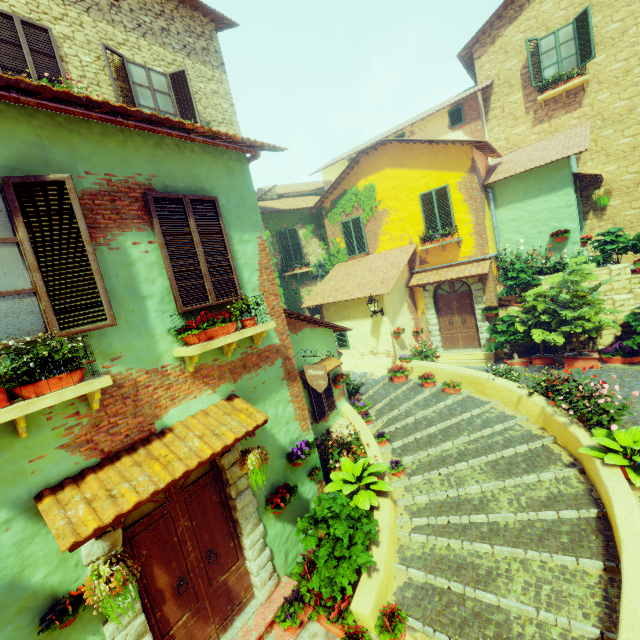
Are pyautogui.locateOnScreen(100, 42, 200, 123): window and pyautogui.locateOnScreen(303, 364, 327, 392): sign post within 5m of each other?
no

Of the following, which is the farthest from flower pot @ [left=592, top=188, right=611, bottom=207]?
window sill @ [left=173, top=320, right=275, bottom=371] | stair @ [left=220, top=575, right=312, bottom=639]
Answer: stair @ [left=220, top=575, right=312, bottom=639]

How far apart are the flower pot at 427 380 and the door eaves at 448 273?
3.5 meters

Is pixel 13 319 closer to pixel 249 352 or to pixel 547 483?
pixel 249 352

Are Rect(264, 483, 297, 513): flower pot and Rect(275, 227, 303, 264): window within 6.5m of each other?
no

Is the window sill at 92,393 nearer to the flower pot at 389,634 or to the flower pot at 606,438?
the flower pot at 389,634

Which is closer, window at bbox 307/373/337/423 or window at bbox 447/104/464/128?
window at bbox 307/373/337/423

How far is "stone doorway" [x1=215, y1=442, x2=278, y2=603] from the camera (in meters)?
4.85
